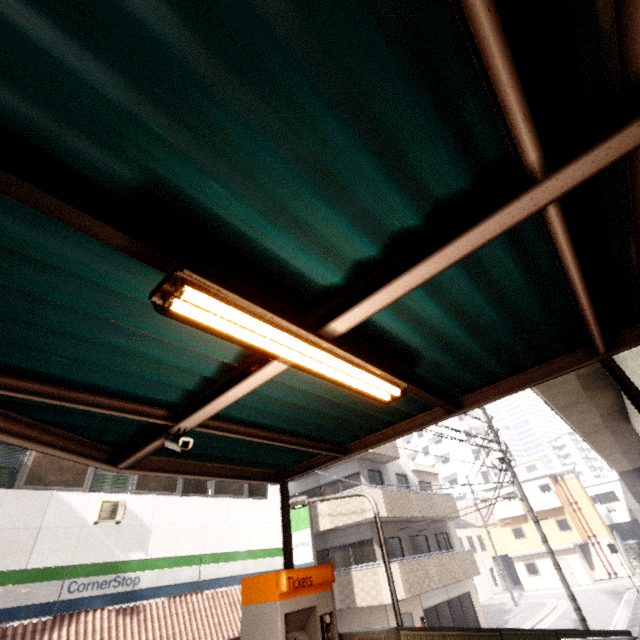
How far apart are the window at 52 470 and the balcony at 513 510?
40.1 meters

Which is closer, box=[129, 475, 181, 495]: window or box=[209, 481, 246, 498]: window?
box=[129, 475, 181, 495]: window

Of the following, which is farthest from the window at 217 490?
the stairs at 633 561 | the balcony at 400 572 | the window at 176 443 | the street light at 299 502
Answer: the stairs at 633 561

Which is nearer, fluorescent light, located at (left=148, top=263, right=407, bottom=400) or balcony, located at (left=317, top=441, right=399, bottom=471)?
fluorescent light, located at (left=148, top=263, right=407, bottom=400)

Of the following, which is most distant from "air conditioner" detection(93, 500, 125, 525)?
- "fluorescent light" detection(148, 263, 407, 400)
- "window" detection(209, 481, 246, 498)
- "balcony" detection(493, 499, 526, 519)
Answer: "balcony" detection(493, 499, 526, 519)

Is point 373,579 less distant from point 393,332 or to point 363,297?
point 393,332

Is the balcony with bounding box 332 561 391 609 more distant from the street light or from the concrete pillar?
the concrete pillar

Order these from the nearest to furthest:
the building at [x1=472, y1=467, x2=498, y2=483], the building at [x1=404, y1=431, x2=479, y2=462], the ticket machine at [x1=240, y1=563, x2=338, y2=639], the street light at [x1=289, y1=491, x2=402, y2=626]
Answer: the ticket machine at [x1=240, y1=563, x2=338, y2=639] < the street light at [x1=289, y1=491, x2=402, y2=626] < the building at [x1=472, y1=467, x2=498, y2=483] < the building at [x1=404, y1=431, x2=479, y2=462]
